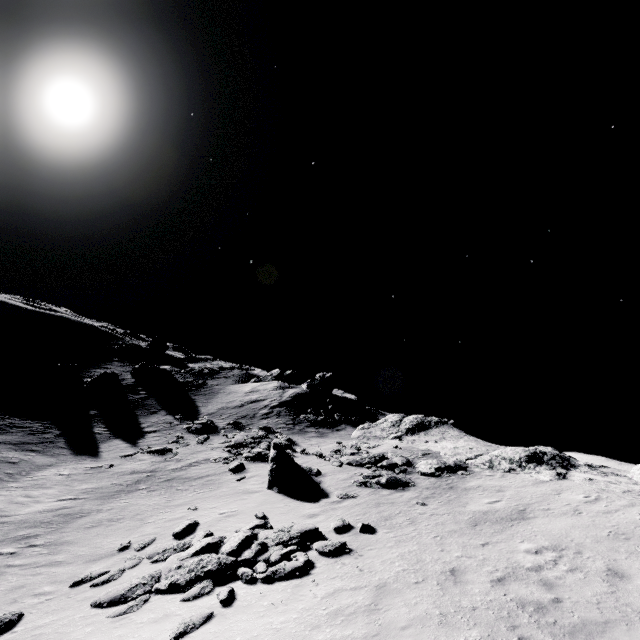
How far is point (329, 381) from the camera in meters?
41.2 m

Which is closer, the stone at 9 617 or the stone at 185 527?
the stone at 9 617

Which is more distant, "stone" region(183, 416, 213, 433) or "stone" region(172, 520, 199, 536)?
"stone" region(183, 416, 213, 433)

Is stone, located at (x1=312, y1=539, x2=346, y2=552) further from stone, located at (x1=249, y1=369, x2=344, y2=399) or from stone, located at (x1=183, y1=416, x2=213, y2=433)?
stone, located at (x1=249, y1=369, x2=344, y2=399)

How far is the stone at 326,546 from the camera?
10.62m

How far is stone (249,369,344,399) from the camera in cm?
4038

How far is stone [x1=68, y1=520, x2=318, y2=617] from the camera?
9.4m

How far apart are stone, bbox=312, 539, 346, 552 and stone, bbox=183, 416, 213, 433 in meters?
21.7 m
